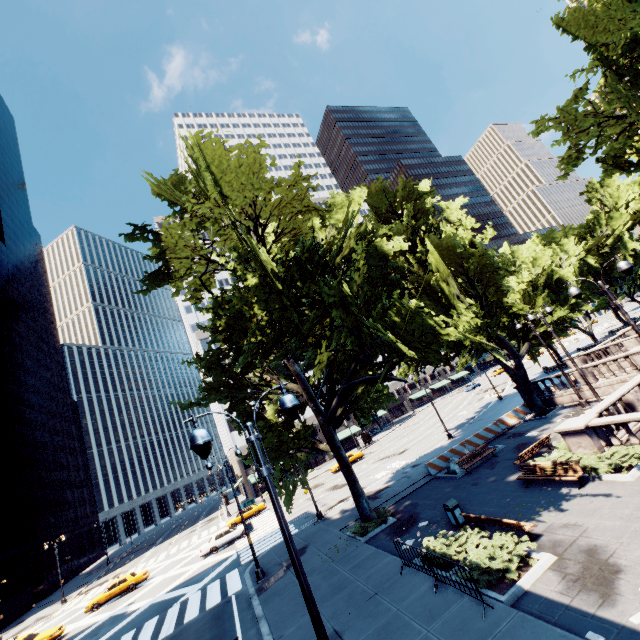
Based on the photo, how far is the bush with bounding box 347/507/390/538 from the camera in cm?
1808

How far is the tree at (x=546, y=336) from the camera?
26.0 meters

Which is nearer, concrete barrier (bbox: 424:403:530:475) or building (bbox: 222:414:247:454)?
concrete barrier (bbox: 424:403:530:475)

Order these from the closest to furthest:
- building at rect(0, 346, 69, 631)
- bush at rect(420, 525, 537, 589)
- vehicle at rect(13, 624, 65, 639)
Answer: bush at rect(420, 525, 537, 589) < vehicle at rect(13, 624, 65, 639) < building at rect(0, 346, 69, 631)

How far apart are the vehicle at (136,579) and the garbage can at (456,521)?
32.1 meters

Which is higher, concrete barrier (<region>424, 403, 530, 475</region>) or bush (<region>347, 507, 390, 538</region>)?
concrete barrier (<region>424, 403, 530, 475</region>)

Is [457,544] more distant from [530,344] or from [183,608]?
[530,344]

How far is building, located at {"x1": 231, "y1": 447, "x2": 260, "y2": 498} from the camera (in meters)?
55.34
